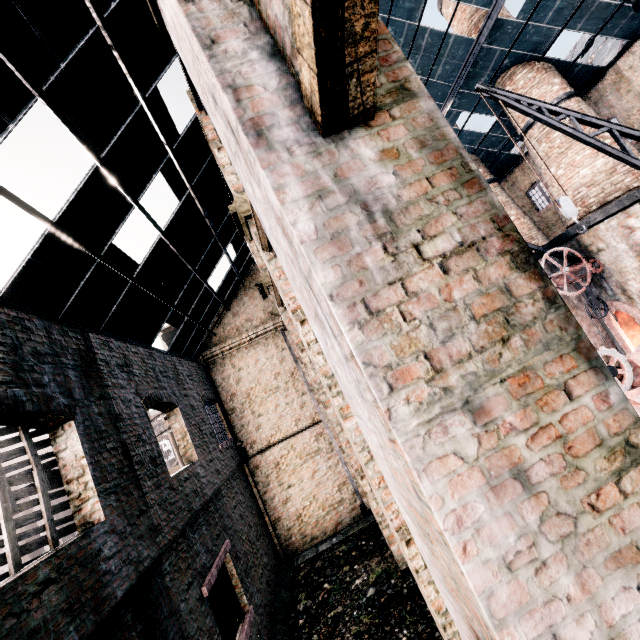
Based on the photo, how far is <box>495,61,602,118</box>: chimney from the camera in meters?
15.3 m

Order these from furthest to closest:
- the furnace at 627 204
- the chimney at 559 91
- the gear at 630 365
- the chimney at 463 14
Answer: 1. the chimney at 463 14
2. the chimney at 559 91
3. the furnace at 627 204
4. the gear at 630 365

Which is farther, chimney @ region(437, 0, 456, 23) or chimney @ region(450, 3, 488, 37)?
chimney @ region(437, 0, 456, 23)

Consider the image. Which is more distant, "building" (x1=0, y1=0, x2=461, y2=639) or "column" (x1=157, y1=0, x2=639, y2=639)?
"building" (x1=0, y1=0, x2=461, y2=639)

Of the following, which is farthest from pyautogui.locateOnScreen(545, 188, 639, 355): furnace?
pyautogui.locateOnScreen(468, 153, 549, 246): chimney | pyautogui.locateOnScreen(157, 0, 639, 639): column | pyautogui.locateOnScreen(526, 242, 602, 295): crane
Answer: pyautogui.locateOnScreen(157, 0, 639, 639): column

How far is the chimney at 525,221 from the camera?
20.1 meters

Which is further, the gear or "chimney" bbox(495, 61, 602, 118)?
"chimney" bbox(495, 61, 602, 118)

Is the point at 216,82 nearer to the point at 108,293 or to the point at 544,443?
the point at 544,443
